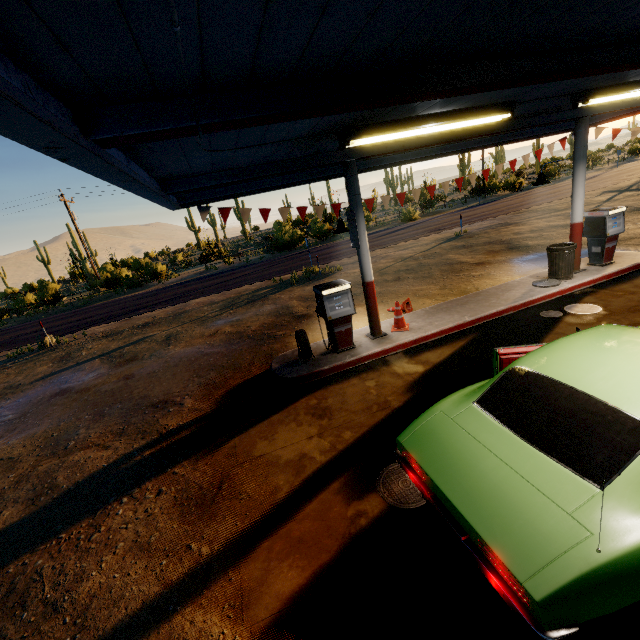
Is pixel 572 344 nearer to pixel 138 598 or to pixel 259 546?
pixel 259 546

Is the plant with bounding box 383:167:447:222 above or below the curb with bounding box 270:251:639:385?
above

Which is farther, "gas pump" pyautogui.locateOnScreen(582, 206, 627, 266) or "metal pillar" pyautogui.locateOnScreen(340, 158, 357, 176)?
"gas pump" pyautogui.locateOnScreen(582, 206, 627, 266)

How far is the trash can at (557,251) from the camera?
8.4m

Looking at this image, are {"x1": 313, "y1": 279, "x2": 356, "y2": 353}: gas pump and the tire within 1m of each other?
yes

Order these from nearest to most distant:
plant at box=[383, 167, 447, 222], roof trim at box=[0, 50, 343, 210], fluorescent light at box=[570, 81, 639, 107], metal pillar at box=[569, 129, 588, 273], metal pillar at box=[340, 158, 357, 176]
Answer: roof trim at box=[0, 50, 343, 210], fluorescent light at box=[570, 81, 639, 107], metal pillar at box=[340, 158, 357, 176], metal pillar at box=[569, 129, 588, 273], plant at box=[383, 167, 447, 222]

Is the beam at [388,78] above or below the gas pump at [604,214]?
above

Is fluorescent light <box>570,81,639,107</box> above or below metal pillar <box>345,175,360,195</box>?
above
